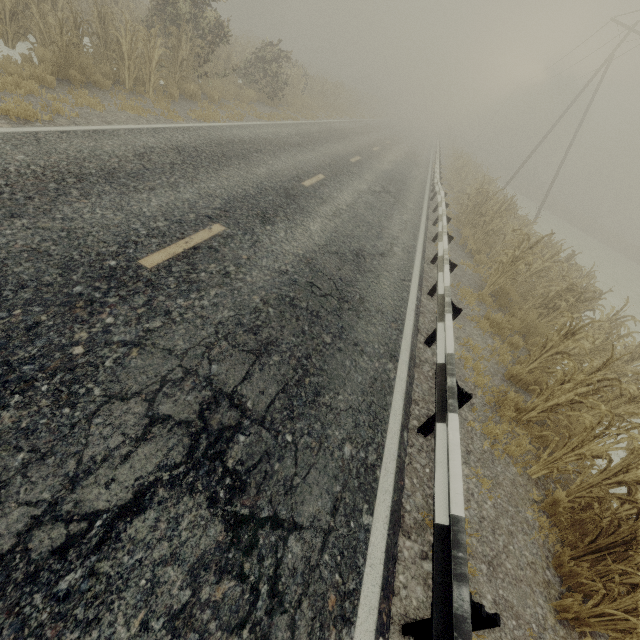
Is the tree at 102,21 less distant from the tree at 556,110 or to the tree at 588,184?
the tree at 556,110

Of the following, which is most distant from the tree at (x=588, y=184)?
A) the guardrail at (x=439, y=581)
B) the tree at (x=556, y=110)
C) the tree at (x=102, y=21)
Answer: the tree at (x=102, y=21)

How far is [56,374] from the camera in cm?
262

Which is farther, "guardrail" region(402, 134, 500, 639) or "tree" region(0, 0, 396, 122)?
"tree" region(0, 0, 396, 122)

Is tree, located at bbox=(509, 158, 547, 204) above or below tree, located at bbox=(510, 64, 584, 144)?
below

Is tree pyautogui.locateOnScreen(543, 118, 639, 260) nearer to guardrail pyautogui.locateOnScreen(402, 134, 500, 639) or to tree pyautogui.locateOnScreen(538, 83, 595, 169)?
tree pyautogui.locateOnScreen(538, 83, 595, 169)

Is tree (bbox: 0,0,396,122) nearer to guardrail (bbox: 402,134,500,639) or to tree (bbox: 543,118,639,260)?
guardrail (bbox: 402,134,500,639)
